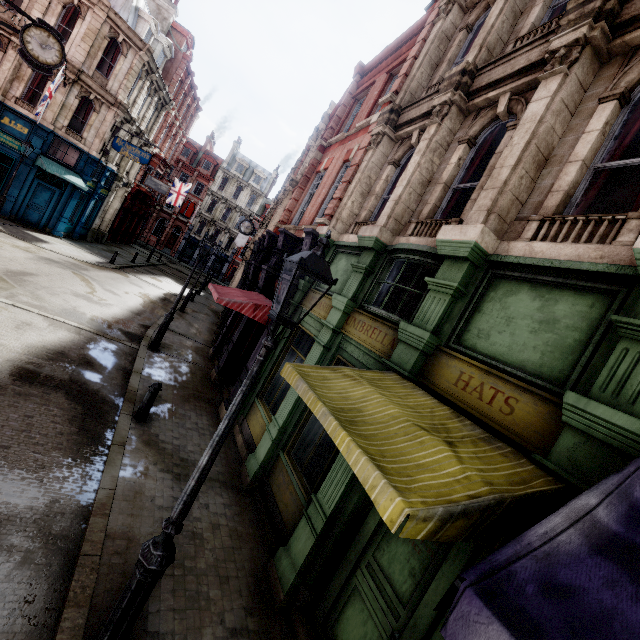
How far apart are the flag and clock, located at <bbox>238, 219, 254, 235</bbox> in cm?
1932

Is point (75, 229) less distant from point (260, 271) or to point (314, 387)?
point (260, 271)

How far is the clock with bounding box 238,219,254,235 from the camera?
21.0m

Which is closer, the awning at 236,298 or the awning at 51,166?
the awning at 236,298

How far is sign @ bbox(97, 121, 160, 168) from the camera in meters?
21.2 m

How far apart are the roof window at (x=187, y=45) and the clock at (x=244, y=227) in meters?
20.7 m

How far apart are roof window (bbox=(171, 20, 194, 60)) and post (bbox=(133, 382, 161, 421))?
35.01m

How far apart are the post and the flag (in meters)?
33.97
